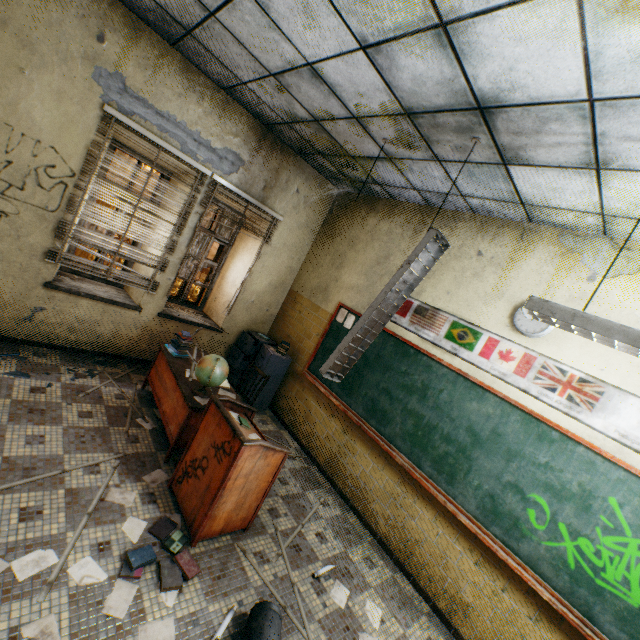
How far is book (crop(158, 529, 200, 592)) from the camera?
2.3m

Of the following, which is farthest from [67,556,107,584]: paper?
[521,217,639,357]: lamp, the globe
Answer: [521,217,639,357]: lamp

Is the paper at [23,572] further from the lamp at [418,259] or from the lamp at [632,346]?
the lamp at [632,346]

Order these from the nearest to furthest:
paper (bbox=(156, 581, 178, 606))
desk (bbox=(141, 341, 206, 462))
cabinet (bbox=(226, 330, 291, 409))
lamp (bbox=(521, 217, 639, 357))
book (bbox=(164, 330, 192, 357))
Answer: lamp (bbox=(521, 217, 639, 357))
paper (bbox=(156, 581, 178, 606))
desk (bbox=(141, 341, 206, 462))
book (bbox=(164, 330, 192, 357))
cabinet (bbox=(226, 330, 291, 409))

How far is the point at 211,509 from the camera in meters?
2.6 m

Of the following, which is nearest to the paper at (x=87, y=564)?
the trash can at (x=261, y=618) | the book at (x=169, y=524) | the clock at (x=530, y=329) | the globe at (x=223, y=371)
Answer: the book at (x=169, y=524)

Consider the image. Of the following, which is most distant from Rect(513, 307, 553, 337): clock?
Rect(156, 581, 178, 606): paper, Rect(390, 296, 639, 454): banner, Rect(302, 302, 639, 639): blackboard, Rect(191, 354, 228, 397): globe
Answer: Rect(156, 581, 178, 606): paper

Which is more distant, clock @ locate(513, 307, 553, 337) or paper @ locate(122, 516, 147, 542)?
clock @ locate(513, 307, 553, 337)
